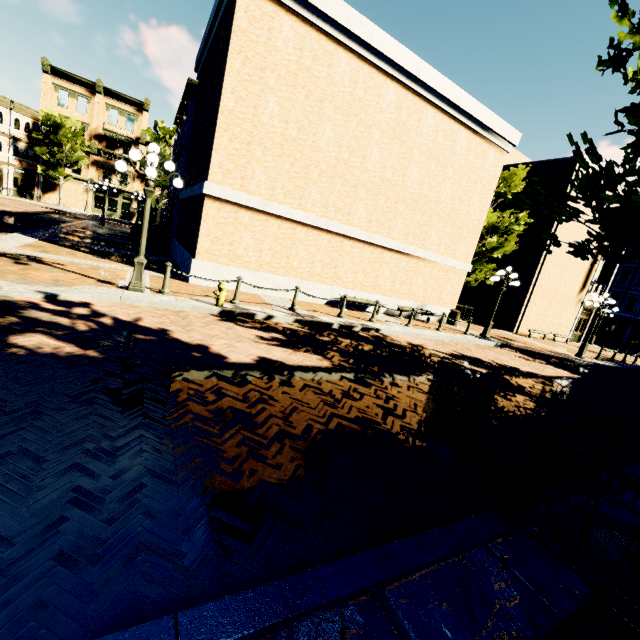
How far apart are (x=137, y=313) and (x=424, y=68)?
14.30m

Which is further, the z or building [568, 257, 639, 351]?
the z

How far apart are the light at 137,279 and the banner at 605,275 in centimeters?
2990cm

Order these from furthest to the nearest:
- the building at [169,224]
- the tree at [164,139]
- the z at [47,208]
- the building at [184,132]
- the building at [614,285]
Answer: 1. the tree at [164,139]
2. the z at [47,208]
3. the building at [614,285]
4. the building at [169,224]
5. the building at [184,132]

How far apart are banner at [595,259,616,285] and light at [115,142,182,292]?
29.90m

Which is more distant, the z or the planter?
the z

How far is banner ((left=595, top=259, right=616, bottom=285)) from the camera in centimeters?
2414cm

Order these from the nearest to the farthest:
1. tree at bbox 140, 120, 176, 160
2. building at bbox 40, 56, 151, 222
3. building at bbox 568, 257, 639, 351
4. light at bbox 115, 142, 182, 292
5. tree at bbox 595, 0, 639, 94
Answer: tree at bbox 595, 0, 639, 94 → light at bbox 115, 142, 182, 292 → building at bbox 568, 257, 639, 351 → tree at bbox 140, 120, 176, 160 → building at bbox 40, 56, 151, 222
